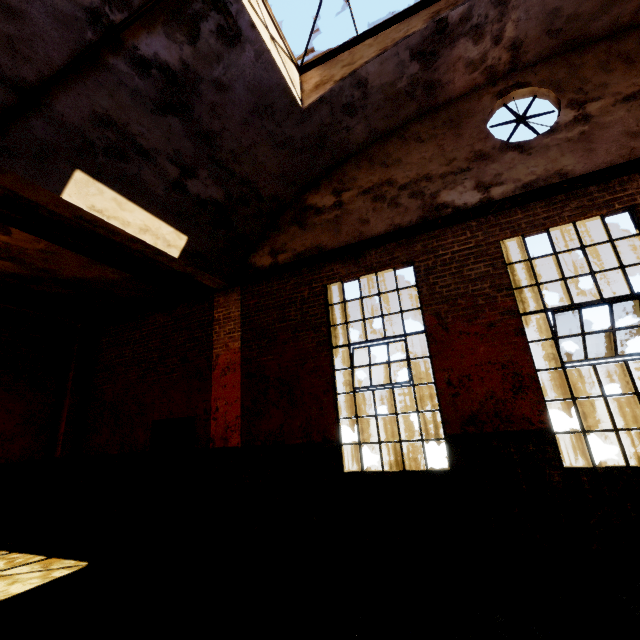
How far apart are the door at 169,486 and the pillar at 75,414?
2.58m

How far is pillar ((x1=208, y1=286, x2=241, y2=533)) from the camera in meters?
6.1 m

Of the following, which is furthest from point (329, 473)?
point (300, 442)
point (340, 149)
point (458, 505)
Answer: point (340, 149)

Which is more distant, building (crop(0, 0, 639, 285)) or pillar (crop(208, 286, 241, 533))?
pillar (crop(208, 286, 241, 533))

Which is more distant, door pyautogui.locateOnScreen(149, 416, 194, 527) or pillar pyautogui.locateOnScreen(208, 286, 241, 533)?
door pyautogui.locateOnScreen(149, 416, 194, 527)

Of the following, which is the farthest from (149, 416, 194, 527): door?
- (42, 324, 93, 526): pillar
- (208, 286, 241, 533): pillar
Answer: (42, 324, 93, 526): pillar

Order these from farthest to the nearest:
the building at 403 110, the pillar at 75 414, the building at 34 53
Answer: the pillar at 75 414 < the building at 403 110 < the building at 34 53

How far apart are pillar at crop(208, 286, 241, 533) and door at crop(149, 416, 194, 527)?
0.4 meters
